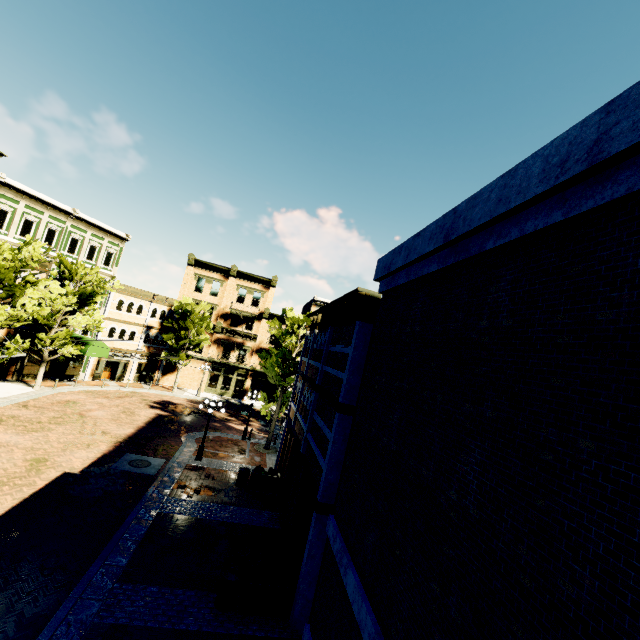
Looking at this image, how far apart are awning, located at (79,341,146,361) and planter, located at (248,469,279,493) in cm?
1863

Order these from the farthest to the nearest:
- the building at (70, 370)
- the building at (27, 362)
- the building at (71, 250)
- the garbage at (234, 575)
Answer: the building at (70, 370) → the building at (27, 362) → the building at (71, 250) → the garbage at (234, 575)

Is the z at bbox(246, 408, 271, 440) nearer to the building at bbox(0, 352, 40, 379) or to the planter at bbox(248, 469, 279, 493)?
the building at bbox(0, 352, 40, 379)

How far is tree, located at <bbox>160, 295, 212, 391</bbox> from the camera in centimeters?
3316cm

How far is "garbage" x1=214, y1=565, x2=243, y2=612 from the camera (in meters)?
8.76

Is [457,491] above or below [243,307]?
below

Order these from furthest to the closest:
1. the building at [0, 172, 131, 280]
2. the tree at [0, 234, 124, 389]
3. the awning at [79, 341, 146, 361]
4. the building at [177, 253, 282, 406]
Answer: the building at [177, 253, 282, 406] → the awning at [79, 341, 146, 361] → the building at [0, 172, 131, 280] → the tree at [0, 234, 124, 389]

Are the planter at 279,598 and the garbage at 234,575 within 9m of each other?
yes
